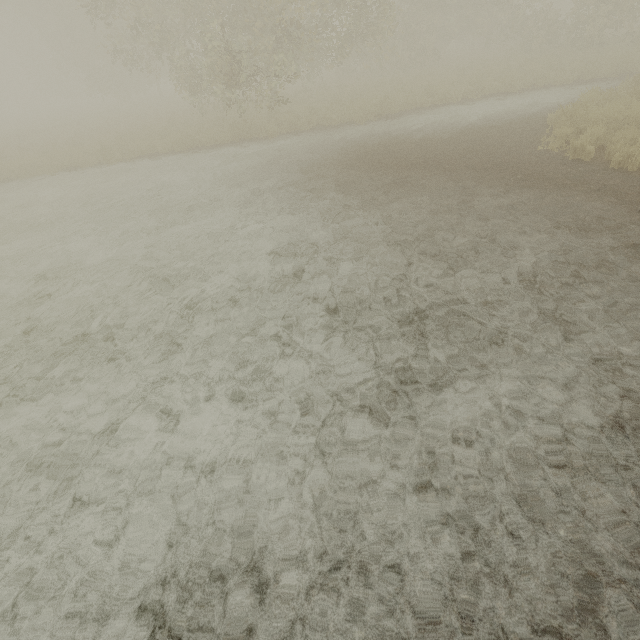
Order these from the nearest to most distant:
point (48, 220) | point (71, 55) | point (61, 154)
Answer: point (48, 220) → point (61, 154) → point (71, 55)
